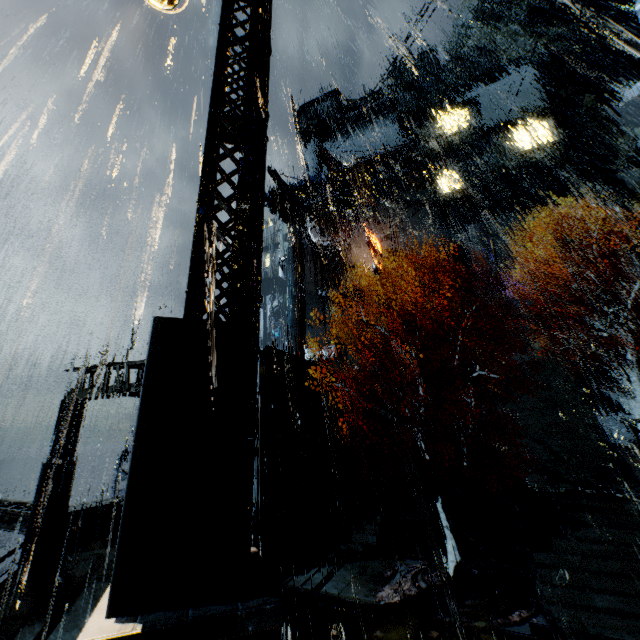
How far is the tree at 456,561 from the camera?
12.06m

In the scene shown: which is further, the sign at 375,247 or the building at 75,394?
the sign at 375,247

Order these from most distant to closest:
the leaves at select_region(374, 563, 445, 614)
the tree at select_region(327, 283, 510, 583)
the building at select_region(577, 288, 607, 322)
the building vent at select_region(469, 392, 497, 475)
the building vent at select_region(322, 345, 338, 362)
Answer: the building vent at select_region(322, 345, 338, 362)
the building at select_region(577, 288, 607, 322)
the building vent at select_region(469, 392, 497, 475)
the tree at select_region(327, 283, 510, 583)
the leaves at select_region(374, 563, 445, 614)

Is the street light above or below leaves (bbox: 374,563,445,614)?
above

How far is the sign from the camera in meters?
36.7 m

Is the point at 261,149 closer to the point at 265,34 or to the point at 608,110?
the point at 265,34

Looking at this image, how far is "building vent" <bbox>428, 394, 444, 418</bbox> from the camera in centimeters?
2577cm

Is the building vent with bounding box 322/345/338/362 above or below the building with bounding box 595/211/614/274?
below
